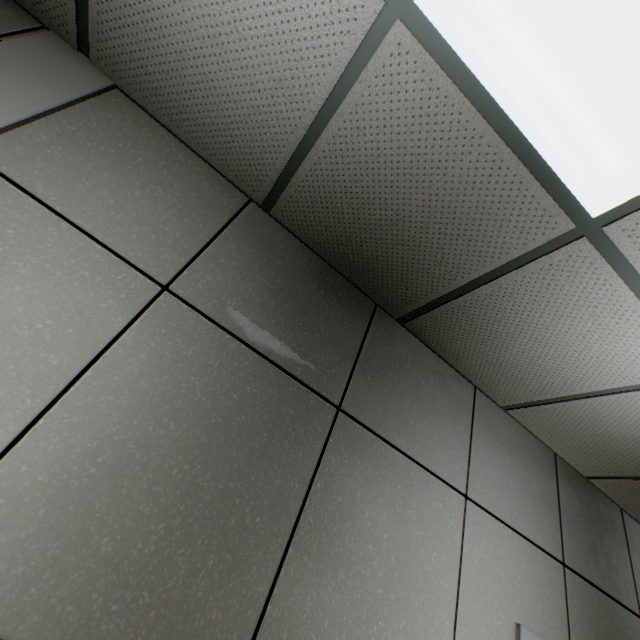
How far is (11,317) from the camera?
1.0m
